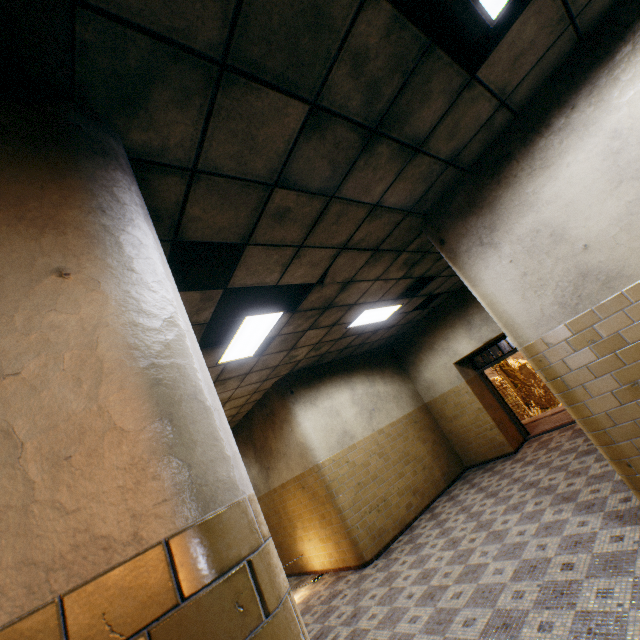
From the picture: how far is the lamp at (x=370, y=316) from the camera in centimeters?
644cm

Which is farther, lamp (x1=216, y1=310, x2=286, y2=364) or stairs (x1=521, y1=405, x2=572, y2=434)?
stairs (x1=521, y1=405, x2=572, y2=434)

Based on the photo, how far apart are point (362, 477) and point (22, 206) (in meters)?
7.22

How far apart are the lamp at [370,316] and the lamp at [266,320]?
2.0m

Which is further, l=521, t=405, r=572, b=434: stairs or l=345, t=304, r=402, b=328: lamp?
l=521, t=405, r=572, b=434: stairs

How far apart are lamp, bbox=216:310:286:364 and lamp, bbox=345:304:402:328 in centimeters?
203cm

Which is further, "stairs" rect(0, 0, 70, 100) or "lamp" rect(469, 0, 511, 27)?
"lamp" rect(469, 0, 511, 27)

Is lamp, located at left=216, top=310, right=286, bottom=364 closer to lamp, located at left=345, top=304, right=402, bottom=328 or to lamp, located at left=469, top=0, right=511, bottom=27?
lamp, located at left=345, top=304, right=402, bottom=328
